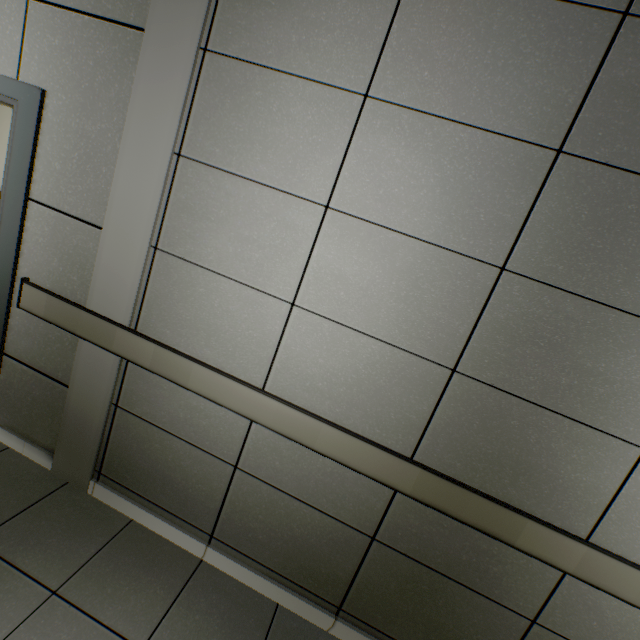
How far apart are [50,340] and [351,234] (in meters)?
1.93
